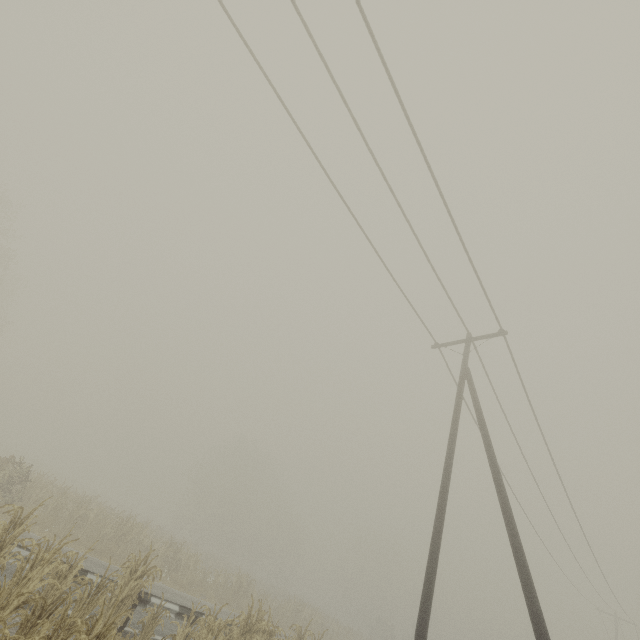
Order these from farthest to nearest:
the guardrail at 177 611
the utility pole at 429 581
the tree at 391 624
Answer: the tree at 391 624, the guardrail at 177 611, the utility pole at 429 581

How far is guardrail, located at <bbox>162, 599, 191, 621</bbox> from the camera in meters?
9.2 m

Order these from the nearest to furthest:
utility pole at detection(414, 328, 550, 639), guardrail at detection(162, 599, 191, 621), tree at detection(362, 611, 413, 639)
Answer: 1. utility pole at detection(414, 328, 550, 639)
2. guardrail at detection(162, 599, 191, 621)
3. tree at detection(362, 611, 413, 639)

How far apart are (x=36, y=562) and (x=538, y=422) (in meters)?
16.02

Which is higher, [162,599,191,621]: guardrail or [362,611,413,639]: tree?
[362,611,413,639]: tree

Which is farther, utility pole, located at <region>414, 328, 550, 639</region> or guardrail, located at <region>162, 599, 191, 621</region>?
guardrail, located at <region>162, 599, 191, 621</region>

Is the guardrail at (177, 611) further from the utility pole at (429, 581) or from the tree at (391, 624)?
the utility pole at (429, 581)

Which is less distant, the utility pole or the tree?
the utility pole
